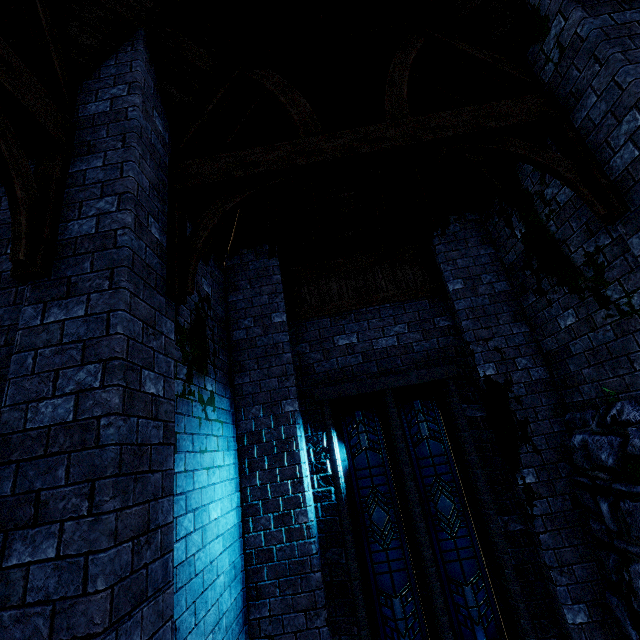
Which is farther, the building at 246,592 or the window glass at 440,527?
the window glass at 440,527

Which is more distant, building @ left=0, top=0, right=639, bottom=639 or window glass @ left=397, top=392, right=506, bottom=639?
window glass @ left=397, top=392, right=506, bottom=639

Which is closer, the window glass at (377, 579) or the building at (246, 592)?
the building at (246, 592)

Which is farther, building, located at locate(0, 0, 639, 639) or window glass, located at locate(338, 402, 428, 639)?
window glass, located at locate(338, 402, 428, 639)

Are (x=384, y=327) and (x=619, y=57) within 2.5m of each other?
no
